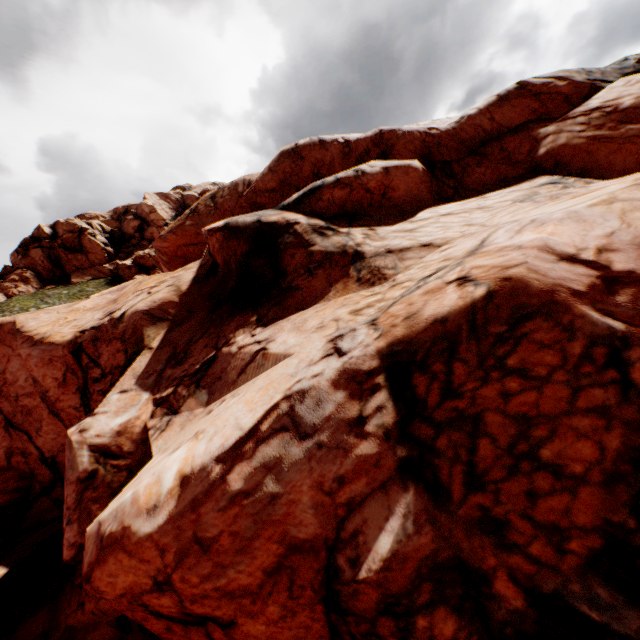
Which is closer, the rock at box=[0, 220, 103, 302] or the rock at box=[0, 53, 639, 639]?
the rock at box=[0, 53, 639, 639]

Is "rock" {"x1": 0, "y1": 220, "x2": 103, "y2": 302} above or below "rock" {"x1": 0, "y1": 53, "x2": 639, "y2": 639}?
above

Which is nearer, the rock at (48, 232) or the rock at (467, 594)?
the rock at (467, 594)

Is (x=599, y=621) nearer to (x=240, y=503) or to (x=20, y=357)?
(x=240, y=503)

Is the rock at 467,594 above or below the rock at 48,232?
below
